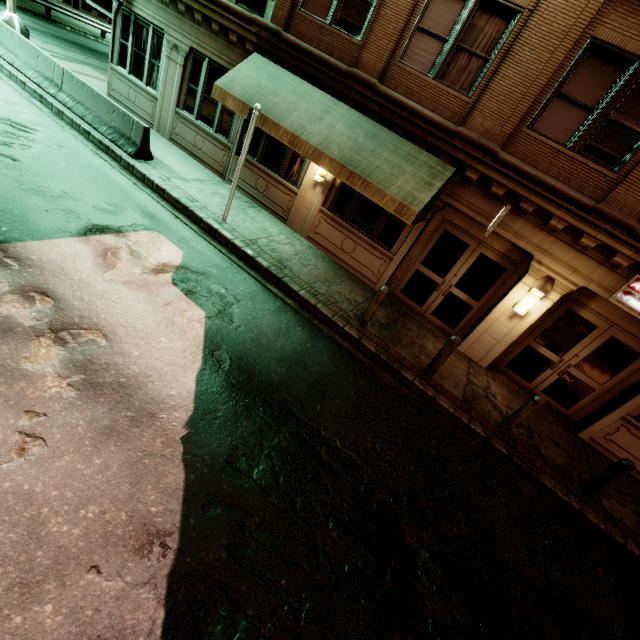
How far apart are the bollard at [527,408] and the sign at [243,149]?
8.78m

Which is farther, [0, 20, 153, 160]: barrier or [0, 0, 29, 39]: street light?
[0, 0, 29, 39]: street light

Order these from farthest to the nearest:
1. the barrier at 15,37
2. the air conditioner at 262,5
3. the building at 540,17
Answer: the air conditioner at 262,5 → the barrier at 15,37 → the building at 540,17

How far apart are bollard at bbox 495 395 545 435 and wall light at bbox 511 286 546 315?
2.5 meters

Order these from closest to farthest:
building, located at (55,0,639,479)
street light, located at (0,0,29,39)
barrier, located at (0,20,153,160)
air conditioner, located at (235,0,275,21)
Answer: building, located at (55,0,639,479), barrier, located at (0,20,153,160), street light, located at (0,0,29,39), air conditioner, located at (235,0,275,21)

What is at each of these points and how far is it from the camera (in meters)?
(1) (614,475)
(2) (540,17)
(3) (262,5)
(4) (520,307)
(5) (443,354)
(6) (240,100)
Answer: (1) bollard, 6.42
(2) building, 6.74
(3) air conditioner, 13.50
(4) wall light, 8.45
(5) bollard, 7.34
(6) awning, 8.94

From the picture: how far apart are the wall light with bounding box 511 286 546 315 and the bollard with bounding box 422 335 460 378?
2.51m

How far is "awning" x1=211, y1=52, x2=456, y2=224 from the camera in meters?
7.9 m
